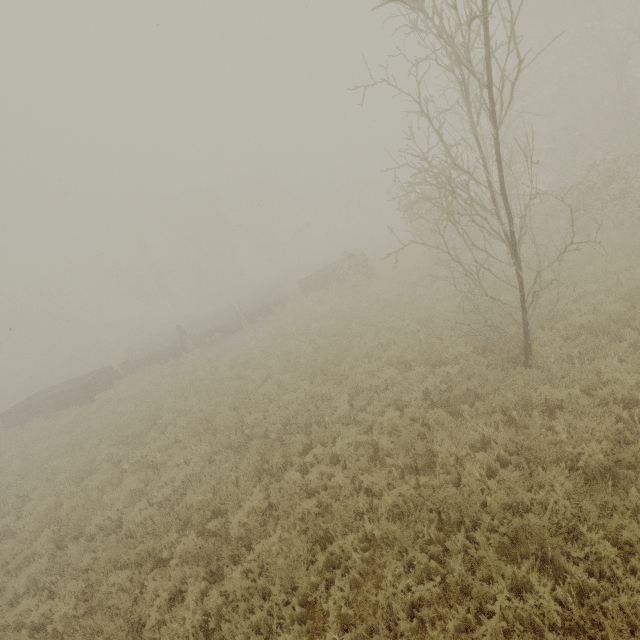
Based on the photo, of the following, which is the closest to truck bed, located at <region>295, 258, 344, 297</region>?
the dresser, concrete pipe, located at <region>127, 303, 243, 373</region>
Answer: concrete pipe, located at <region>127, 303, 243, 373</region>

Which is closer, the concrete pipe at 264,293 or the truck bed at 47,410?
the truck bed at 47,410

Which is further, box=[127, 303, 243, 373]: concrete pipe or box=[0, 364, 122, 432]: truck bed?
box=[127, 303, 243, 373]: concrete pipe

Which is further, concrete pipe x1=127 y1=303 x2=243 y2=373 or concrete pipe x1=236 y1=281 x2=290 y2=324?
concrete pipe x1=236 y1=281 x2=290 y2=324

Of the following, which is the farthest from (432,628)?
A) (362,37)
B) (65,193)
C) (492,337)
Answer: (65,193)

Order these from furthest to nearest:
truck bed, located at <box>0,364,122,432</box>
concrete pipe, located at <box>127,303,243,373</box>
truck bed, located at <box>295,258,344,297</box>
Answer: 1. truck bed, located at <box>295,258,344,297</box>
2. concrete pipe, located at <box>127,303,243,373</box>
3. truck bed, located at <box>0,364,122,432</box>

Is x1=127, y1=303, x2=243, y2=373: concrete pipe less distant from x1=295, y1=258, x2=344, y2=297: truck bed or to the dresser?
the dresser

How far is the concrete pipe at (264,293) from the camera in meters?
23.8
